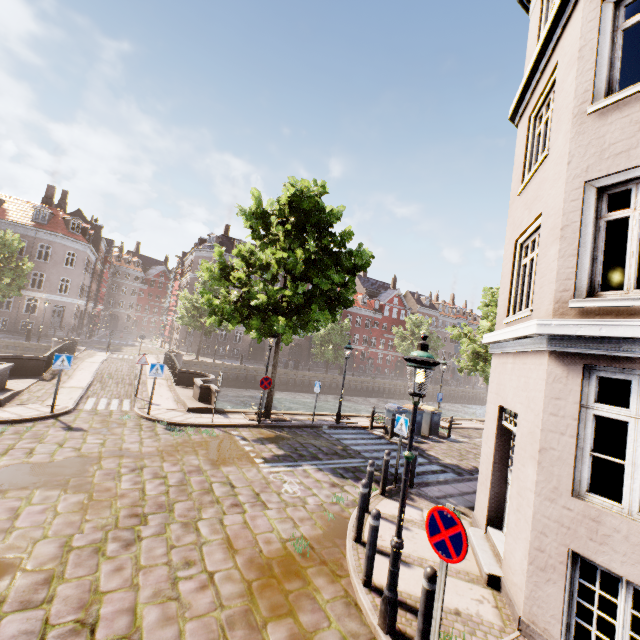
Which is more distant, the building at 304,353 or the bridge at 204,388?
the building at 304,353

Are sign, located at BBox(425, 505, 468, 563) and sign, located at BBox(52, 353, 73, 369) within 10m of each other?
no

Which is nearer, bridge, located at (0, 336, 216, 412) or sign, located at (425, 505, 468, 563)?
sign, located at (425, 505, 468, 563)

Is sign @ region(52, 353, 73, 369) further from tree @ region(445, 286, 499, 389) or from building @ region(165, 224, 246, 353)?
building @ region(165, 224, 246, 353)

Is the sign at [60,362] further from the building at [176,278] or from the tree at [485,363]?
the building at [176,278]

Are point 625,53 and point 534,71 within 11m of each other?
yes

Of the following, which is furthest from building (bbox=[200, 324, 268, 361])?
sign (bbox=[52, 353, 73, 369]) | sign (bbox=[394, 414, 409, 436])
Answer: sign (bbox=[394, 414, 409, 436])

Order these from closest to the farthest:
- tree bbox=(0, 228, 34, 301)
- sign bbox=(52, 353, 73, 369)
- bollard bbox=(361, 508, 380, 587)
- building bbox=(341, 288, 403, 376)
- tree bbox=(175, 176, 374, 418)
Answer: bollard bbox=(361, 508, 380, 587) < sign bbox=(52, 353, 73, 369) < tree bbox=(175, 176, 374, 418) < tree bbox=(0, 228, 34, 301) < building bbox=(341, 288, 403, 376)
